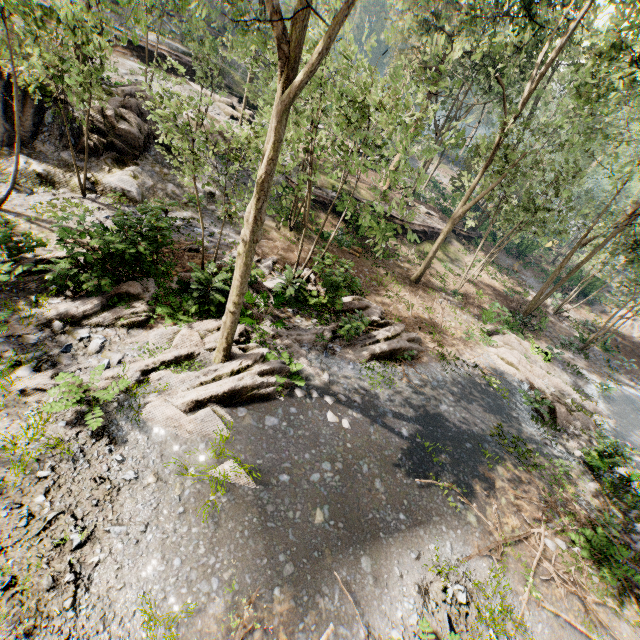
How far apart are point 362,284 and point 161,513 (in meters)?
13.91

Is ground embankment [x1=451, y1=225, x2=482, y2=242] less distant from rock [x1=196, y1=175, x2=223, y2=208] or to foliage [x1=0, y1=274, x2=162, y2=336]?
foliage [x1=0, y1=274, x2=162, y2=336]

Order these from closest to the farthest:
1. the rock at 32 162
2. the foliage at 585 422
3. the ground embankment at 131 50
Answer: the rock at 32 162 < the foliage at 585 422 < the ground embankment at 131 50

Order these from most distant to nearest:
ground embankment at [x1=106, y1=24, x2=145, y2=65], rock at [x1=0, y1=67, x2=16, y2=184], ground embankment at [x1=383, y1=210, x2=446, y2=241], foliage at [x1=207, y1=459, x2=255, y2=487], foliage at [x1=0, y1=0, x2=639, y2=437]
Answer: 1. ground embankment at [x1=106, y1=24, x2=145, y2=65]
2. ground embankment at [x1=383, y1=210, x2=446, y2=241]
3. rock at [x1=0, y1=67, x2=16, y2=184]
4. foliage at [x1=0, y1=0, x2=639, y2=437]
5. foliage at [x1=207, y1=459, x2=255, y2=487]

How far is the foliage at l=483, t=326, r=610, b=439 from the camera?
14.3 meters

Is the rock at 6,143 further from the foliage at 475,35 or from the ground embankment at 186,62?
the ground embankment at 186,62

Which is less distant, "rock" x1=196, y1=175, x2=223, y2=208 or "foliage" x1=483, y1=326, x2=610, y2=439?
"foliage" x1=483, y1=326, x2=610, y2=439
